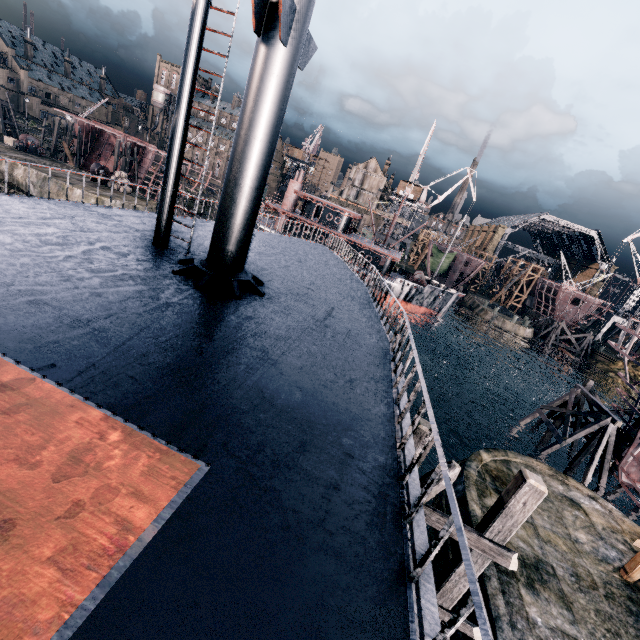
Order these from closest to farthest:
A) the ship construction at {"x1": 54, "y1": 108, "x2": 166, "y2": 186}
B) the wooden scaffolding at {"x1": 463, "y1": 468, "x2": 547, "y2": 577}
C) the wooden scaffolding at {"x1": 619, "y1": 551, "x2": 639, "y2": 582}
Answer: the wooden scaffolding at {"x1": 463, "y1": 468, "x2": 547, "y2": 577}, the wooden scaffolding at {"x1": 619, "y1": 551, "x2": 639, "y2": 582}, the ship construction at {"x1": 54, "y1": 108, "x2": 166, "y2": 186}

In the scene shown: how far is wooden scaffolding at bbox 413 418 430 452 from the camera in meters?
7.9

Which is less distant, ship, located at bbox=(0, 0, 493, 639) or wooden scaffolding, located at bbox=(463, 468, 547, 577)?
ship, located at bbox=(0, 0, 493, 639)

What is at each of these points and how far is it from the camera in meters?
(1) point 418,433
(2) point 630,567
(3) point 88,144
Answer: (1) wooden scaffolding, 7.9 m
(2) wooden scaffolding, 13.0 m
(3) ship construction, 58.8 m

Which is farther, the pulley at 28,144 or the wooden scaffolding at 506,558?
the pulley at 28,144

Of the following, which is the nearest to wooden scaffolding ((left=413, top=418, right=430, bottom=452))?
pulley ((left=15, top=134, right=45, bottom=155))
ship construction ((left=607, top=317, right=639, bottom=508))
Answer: ship construction ((left=607, top=317, right=639, bottom=508))

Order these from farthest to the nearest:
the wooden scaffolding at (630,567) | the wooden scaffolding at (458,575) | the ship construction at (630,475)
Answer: the ship construction at (630,475)
the wooden scaffolding at (630,567)
the wooden scaffolding at (458,575)
